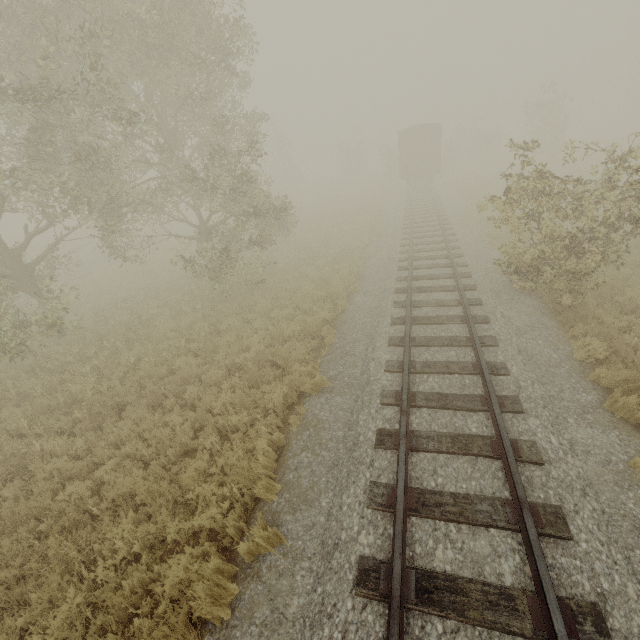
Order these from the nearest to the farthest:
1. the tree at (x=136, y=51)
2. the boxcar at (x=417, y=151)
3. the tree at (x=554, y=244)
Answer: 1. the tree at (x=554, y=244)
2. the tree at (x=136, y=51)
3. the boxcar at (x=417, y=151)

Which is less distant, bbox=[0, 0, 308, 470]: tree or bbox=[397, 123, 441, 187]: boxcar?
bbox=[0, 0, 308, 470]: tree

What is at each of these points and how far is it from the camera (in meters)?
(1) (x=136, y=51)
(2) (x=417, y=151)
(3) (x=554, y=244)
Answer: (1) tree, 9.59
(2) boxcar, 26.69
(3) tree, 8.41

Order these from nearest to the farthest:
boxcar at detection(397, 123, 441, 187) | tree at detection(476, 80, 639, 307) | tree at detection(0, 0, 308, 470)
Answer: tree at detection(476, 80, 639, 307) < tree at detection(0, 0, 308, 470) < boxcar at detection(397, 123, 441, 187)

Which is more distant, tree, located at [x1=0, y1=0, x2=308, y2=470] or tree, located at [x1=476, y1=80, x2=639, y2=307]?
tree, located at [x1=0, y1=0, x2=308, y2=470]

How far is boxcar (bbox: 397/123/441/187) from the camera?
25.8 meters

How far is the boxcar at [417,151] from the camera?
25.8 meters
